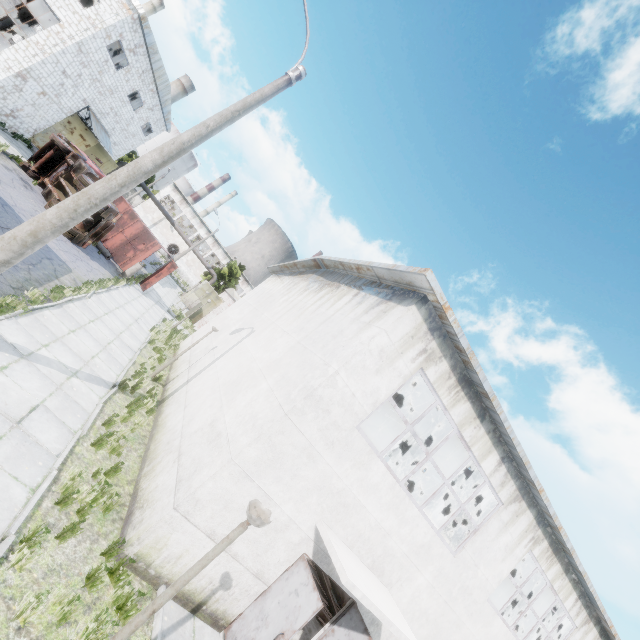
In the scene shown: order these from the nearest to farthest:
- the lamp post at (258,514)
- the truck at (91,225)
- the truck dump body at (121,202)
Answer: the lamp post at (258,514)
the truck at (91,225)
the truck dump body at (121,202)

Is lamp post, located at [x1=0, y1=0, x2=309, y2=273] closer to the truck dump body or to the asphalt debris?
the asphalt debris

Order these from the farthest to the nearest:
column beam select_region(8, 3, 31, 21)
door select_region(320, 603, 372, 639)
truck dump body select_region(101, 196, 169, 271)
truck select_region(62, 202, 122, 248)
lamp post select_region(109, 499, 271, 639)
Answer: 1. column beam select_region(8, 3, 31, 21)
2. truck dump body select_region(101, 196, 169, 271)
3. truck select_region(62, 202, 122, 248)
4. door select_region(320, 603, 372, 639)
5. lamp post select_region(109, 499, 271, 639)

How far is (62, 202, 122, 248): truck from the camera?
16.7 meters

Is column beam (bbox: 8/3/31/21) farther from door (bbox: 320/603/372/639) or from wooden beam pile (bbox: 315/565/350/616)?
door (bbox: 320/603/372/639)

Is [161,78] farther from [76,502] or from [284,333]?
[76,502]

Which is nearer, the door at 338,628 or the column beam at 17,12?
the door at 338,628

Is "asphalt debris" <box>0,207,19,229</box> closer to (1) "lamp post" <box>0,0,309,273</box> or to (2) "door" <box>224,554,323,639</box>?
(1) "lamp post" <box>0,0,309,273</box>
